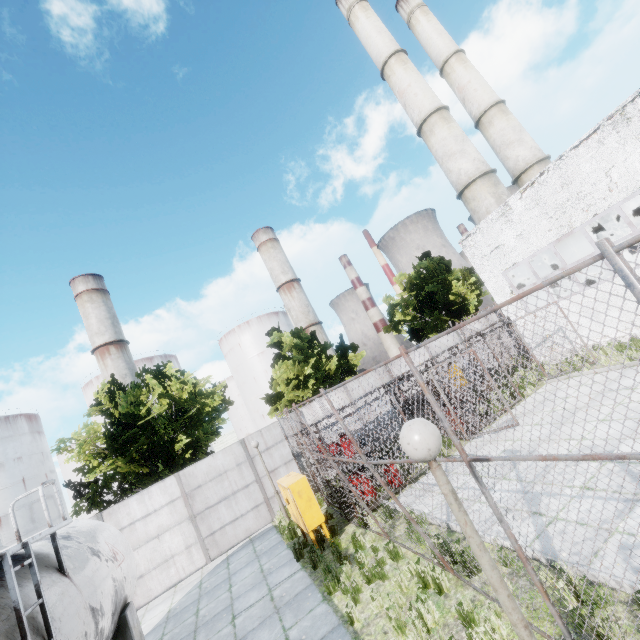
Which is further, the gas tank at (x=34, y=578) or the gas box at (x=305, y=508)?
the gas box at (x=305, y=508)

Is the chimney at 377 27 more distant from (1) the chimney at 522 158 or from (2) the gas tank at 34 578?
(2) the gas tank at 34 578

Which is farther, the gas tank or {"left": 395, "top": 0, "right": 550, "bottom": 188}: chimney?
{"left": 395, "top": 0, "right": 550, "bottom": 188}: chimney

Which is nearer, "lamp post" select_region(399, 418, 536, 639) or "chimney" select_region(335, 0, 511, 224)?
"lamp post" select_region(399, 418, 536, 639)

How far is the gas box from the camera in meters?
9.0 m

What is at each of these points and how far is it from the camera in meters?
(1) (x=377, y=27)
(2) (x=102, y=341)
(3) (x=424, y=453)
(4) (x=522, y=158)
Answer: (1) chimney, 25.7 m
(2) chimney, 55.6 m
(3) lamp post, 2.4 m
(4) chimney, 25.7 m

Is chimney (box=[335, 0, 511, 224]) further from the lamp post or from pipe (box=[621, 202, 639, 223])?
the lamp post

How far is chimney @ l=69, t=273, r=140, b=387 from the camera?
54.9 meters
